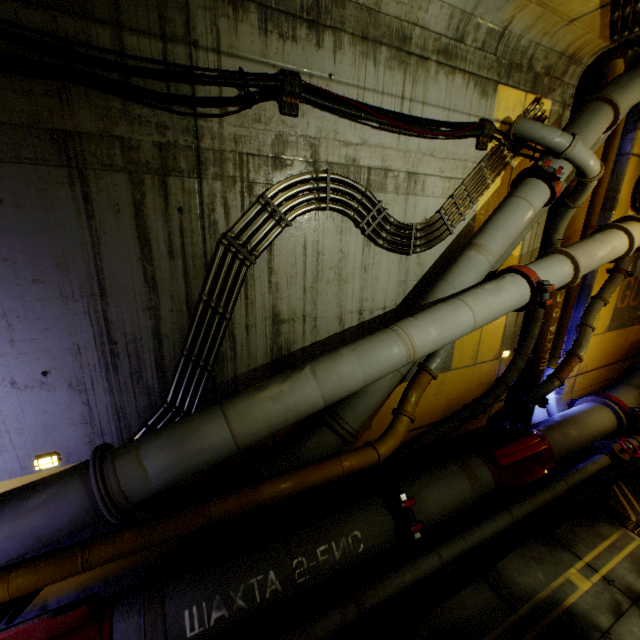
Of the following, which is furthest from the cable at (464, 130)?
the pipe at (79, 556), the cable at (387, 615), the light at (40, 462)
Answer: the cable at (387, 615)

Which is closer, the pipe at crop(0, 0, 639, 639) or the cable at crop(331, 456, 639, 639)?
the pipe at crop(0, 0, 639, 639)

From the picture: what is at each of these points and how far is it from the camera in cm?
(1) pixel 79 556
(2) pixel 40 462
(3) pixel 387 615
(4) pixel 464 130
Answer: (1) pipe, 268
(2) light, 323
(3) cable, 379
(4) cable, 438

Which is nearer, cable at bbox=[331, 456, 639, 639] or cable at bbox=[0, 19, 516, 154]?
cable at bbox=[0, 19, 516, 154]

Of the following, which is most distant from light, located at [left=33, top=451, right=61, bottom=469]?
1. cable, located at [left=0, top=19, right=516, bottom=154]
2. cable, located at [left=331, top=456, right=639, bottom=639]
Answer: cable, located at [left=0, top=19, right=516, bottom=154]

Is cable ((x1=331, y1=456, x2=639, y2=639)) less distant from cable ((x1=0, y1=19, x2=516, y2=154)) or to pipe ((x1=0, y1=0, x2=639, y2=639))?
pipe ((x1=0, y1=0, x2=639, y2=639))

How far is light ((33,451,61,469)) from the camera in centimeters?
323cm

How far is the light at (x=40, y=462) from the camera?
3.2 meters
